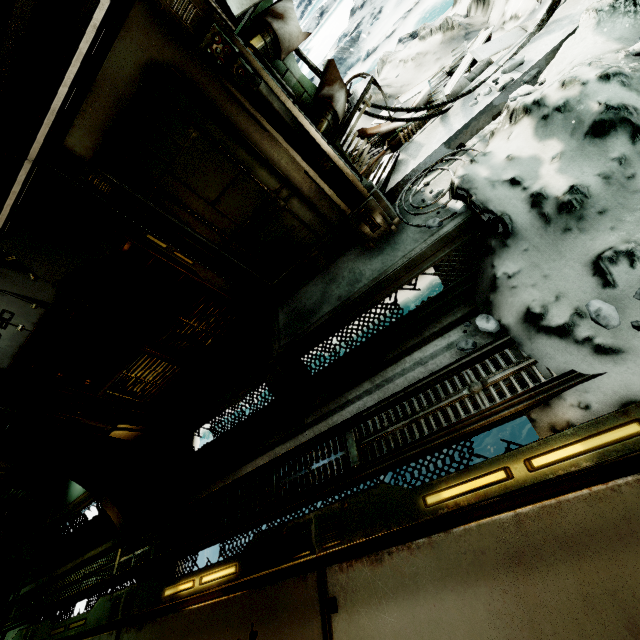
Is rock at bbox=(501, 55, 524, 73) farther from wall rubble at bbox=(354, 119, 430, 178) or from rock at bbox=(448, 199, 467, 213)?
rock at bbox=(448, 199, 467, 213)

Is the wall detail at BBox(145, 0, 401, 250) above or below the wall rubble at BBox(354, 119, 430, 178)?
above

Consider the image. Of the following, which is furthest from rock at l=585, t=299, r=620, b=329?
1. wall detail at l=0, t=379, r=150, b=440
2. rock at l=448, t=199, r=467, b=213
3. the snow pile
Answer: wall detail at l=0, t=379, r=150, b=440

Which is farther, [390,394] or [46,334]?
[46,334]

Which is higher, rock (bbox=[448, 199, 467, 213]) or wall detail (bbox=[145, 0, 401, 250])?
wall detail (bbox=[145, 0, 401, 250])

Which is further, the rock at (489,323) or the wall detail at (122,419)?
the wall detail at (122,419)

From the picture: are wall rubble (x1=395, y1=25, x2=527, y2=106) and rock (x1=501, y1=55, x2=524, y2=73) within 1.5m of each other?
yes

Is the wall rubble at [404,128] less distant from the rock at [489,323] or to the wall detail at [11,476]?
the rock at [489,323]
